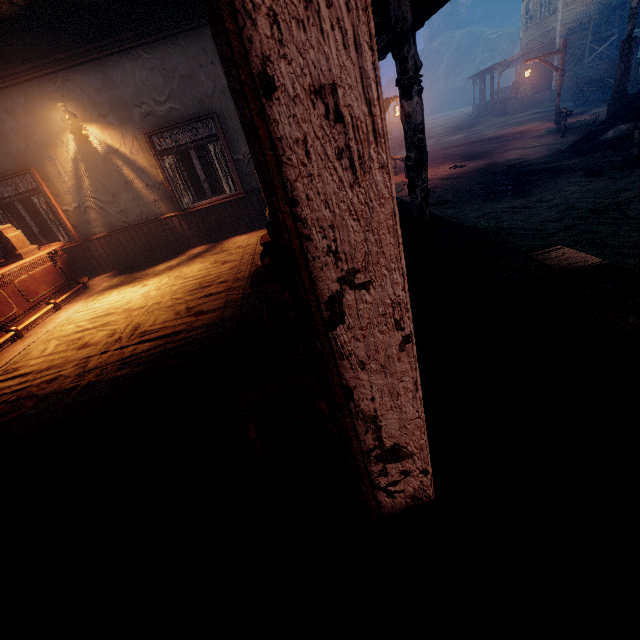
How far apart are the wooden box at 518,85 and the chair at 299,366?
34.0m

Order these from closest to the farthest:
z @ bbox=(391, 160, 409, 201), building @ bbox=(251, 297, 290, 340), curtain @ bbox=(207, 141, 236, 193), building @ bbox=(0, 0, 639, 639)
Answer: building @ bbox=(0, 0, 639, 639)
building @ bbox=(251, 297, 290, 340)
curtain @ bbox=(207, 141, 236, 193)
z @ bbox=(391, 160, 409, 201)

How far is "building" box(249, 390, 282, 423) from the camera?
2.2m

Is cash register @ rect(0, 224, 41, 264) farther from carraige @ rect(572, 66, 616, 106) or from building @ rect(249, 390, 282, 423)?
carraige @ rect(572, 66, 616, 106)

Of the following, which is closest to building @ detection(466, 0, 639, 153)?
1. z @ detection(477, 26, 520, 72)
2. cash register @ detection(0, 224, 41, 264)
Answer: z @ detection(477, 26, 520, 72)

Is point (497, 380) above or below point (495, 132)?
above

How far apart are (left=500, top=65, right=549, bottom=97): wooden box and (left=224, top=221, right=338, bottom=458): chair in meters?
34.0 m

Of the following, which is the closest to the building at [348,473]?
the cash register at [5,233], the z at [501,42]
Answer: the z at [501,42]
